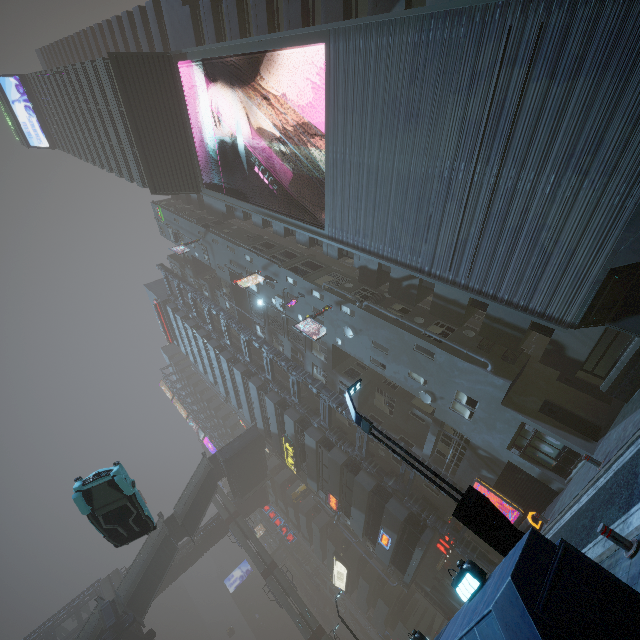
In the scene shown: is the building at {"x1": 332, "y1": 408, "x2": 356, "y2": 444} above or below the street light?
above

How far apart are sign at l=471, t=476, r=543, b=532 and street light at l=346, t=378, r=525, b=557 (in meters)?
12.40

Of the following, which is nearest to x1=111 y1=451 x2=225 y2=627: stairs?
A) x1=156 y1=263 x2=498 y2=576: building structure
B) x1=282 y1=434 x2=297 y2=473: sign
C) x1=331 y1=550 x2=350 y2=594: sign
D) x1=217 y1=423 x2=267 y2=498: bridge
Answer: x1=217 y1=423 x2=267 y2=498: bridge

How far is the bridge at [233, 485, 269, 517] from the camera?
51.3m

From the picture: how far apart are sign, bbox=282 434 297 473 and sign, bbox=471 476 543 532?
17.88m

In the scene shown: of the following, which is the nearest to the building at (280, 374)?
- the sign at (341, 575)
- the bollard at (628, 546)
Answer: the sign at (341, 575)

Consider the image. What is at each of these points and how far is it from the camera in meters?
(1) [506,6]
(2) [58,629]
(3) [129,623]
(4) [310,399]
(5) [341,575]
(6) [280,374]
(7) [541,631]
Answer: (1) building, 9.1 m
(2) bridge, 40.9 m
(3) building structure, 25.9 m
(4) building, 32.2 m
(5) sign, 45.6 m
(6) building, 35.0 m
(7) building, 4.0 m

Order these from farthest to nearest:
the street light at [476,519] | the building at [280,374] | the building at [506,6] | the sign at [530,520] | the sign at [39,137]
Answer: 1. the sign at [39,137]
2. the building at [280,374]
3. the sign at [530,520]
4. the building at [506,6]
5. the street light at [476,519]
